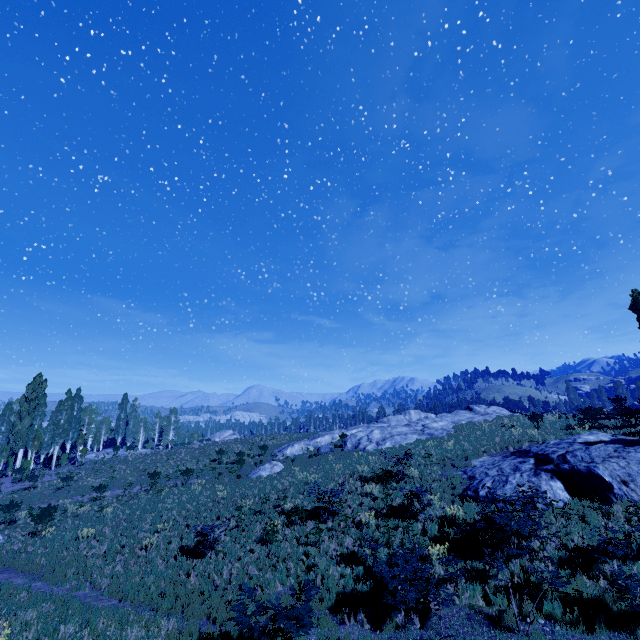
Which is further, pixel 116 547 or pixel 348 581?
pixel 116 547

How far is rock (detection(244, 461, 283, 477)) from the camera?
28.05m

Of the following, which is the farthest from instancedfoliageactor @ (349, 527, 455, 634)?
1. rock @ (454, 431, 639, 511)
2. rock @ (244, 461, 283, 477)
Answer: rock @ (244, 461, 283, 477)

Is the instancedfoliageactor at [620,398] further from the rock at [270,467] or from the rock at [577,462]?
the rock at [270,467]

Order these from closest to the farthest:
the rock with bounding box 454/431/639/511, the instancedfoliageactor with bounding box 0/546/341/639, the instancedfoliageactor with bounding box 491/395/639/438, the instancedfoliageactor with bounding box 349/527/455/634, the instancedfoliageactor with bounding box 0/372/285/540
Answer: the instancedfoliageactor with bounding box 0/546/341/639 < the instancedfoliageactor with bounding box 349/527/455/634 < the rock with bounding box 454/431/639/511 < the instancedfoliageactor with bounding box 491/395/639/438 < the instancedfoliageactor with bounding box 0/372/285/540

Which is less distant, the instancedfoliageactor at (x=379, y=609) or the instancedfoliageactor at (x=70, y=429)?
the instancedfoliageactor at (x=379, y=609)

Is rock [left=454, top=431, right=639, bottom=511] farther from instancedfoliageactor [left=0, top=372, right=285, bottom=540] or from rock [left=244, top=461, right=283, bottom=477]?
rock [left=244, top=461, right=283, bottom=477]

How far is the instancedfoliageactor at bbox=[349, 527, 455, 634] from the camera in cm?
887
